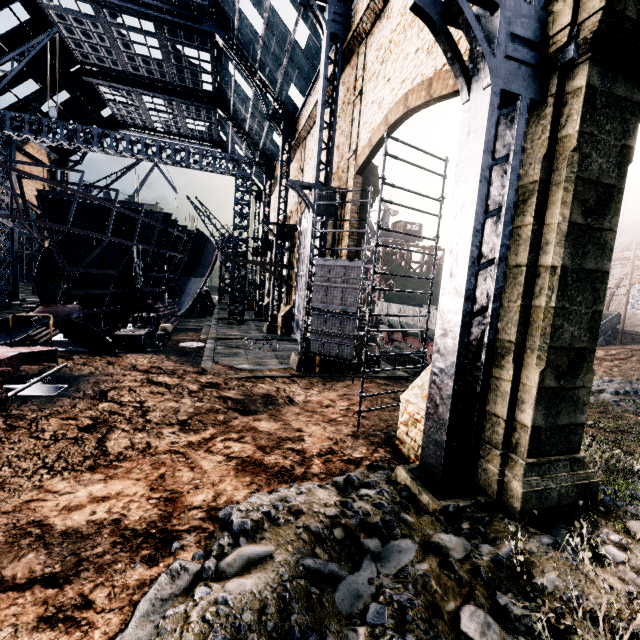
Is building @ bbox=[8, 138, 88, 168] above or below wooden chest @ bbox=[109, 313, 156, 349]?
above

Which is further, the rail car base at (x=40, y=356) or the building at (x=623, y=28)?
the rail car base at (x=40, y=356)

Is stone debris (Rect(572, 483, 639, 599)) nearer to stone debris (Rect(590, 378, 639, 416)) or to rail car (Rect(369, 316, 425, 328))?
stone debris (Rect(590, 378, 639, 416))

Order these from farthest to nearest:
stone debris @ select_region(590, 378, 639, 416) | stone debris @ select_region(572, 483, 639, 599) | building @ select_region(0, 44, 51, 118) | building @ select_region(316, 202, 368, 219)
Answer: building @ select_region(0, 44, 51, 118) < building @ select_region(316, 202, 368, 219) < stone debris @ select_region(590, 378, 639, 416) < stone debris @ select_region(572, 483, 639, 599)

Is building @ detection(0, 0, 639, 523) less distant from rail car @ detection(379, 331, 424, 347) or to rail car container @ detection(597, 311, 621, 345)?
rail car container @ detection(597, 311, 621, 345)

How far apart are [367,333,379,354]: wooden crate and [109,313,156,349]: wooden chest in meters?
12.7 m

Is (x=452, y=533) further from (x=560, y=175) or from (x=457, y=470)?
(x=560, y=175)

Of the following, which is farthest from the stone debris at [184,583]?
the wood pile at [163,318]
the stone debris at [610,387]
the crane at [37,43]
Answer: the crane at [37,43]
